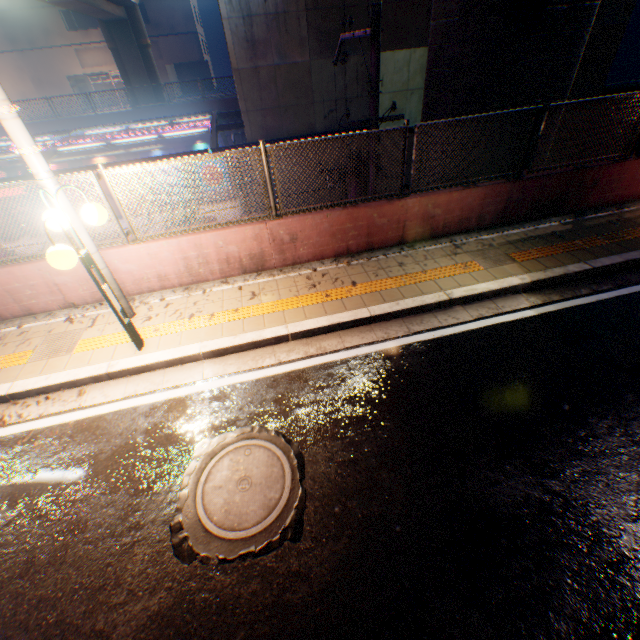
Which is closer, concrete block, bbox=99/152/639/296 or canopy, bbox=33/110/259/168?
concrete block, bbox=99/152/639/296

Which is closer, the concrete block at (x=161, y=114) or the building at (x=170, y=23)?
the concrete block at (x=161, y=114)

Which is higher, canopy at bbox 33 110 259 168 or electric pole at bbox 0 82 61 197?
electric pole at bbox 0 82 61 197

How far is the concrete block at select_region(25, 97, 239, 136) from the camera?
22.1m

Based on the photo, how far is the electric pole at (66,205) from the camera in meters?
4.4 m

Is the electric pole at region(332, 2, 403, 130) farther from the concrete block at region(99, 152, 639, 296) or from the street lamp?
the street lamp

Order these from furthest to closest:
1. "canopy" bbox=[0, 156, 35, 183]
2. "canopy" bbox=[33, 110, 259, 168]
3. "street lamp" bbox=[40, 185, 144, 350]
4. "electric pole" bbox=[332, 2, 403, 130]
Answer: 1. "canopy" bbox=[33, 110, 259, 168]
2. "canopy" bbox=[0, 156, 35, 183]
3. "electric pole" bbox=[332, 2, 403, 130]
4. "street lamp" bbox=[40, 185, 144, 350]

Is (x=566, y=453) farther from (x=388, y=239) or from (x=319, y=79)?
(x=319, y=79)
